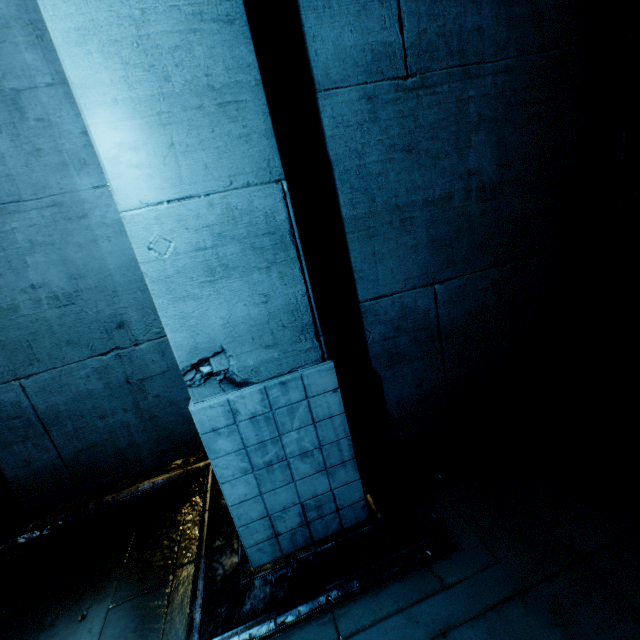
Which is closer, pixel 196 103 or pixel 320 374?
pixel 196 103
